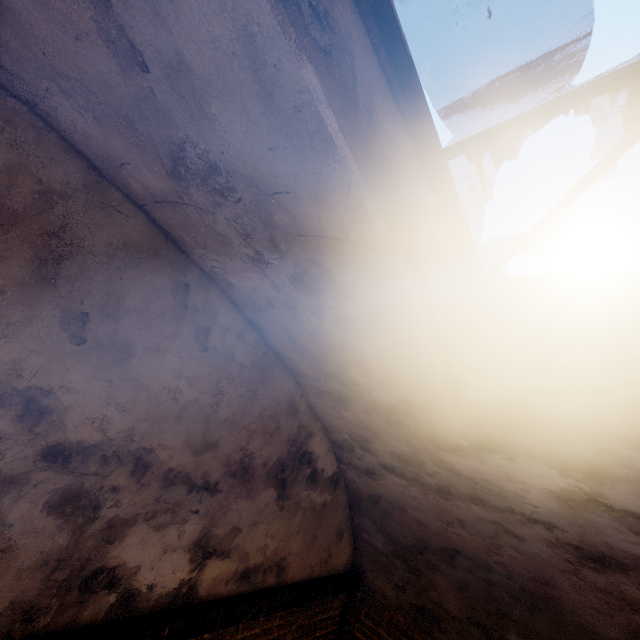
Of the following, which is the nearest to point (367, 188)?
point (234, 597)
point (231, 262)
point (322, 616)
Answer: point (231, 262)

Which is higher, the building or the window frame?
the window frame

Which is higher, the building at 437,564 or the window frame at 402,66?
the window frame at 402,66
